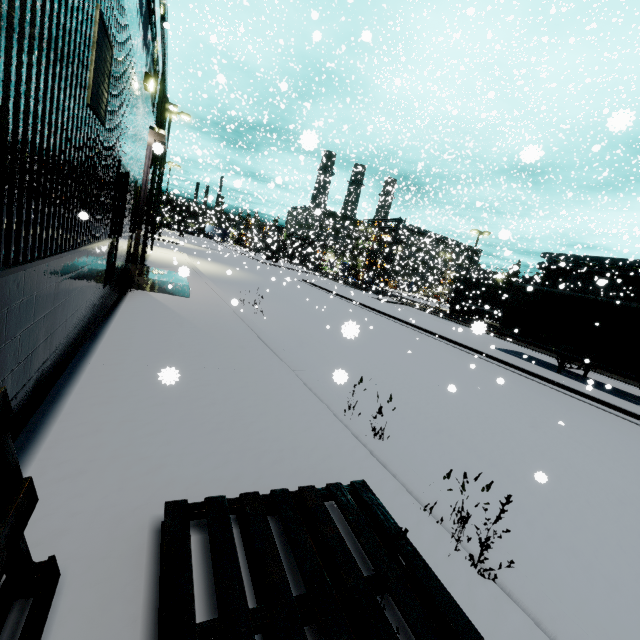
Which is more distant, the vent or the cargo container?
the cargo container

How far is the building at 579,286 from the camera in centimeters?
2708cm

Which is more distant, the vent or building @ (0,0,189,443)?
the vent

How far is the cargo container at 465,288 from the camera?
29.8 meters

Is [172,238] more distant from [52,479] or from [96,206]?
[52,479]

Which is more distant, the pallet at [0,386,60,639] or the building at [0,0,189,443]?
the building at [0,0,189,443]

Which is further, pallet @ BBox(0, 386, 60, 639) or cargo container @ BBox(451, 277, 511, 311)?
cargo container @ BBox(451, 277, 511, 311)
